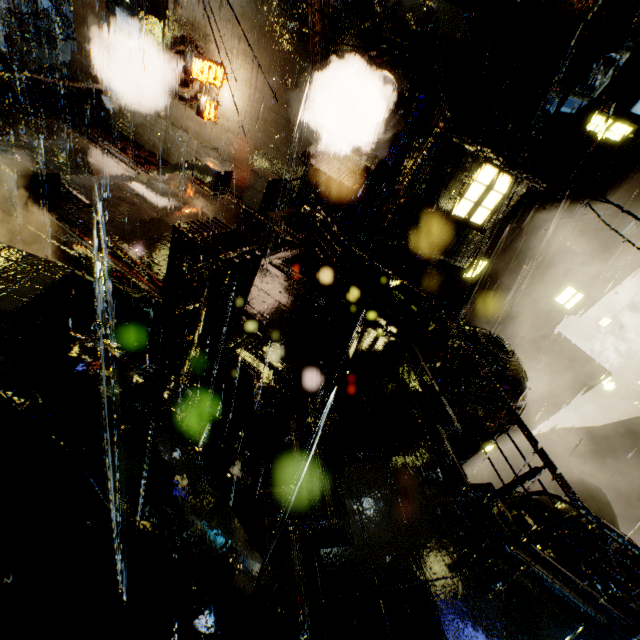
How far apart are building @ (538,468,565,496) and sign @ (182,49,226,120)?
23.3m

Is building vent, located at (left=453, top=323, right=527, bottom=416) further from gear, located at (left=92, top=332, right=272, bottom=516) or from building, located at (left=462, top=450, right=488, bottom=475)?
gear, located at (left=92, top=332, right=272, bottom=516)

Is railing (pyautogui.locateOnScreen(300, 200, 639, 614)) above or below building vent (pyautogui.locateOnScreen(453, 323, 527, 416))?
above

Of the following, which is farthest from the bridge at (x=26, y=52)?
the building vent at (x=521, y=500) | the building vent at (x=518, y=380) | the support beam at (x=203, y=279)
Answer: the building vent at (x=521, y=500)

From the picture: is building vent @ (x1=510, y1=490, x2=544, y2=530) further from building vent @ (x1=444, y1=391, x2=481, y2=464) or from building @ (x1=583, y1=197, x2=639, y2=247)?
building vent @ (x1=444, y1=391, x2=481, y2=464)

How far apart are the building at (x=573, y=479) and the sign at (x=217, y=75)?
23.3m

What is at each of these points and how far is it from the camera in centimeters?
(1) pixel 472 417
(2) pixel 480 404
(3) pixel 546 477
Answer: (1) building vent, 1396cm
(2) building vent, 1383cm
(3) building, 1677cm

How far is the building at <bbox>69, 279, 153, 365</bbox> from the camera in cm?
910
